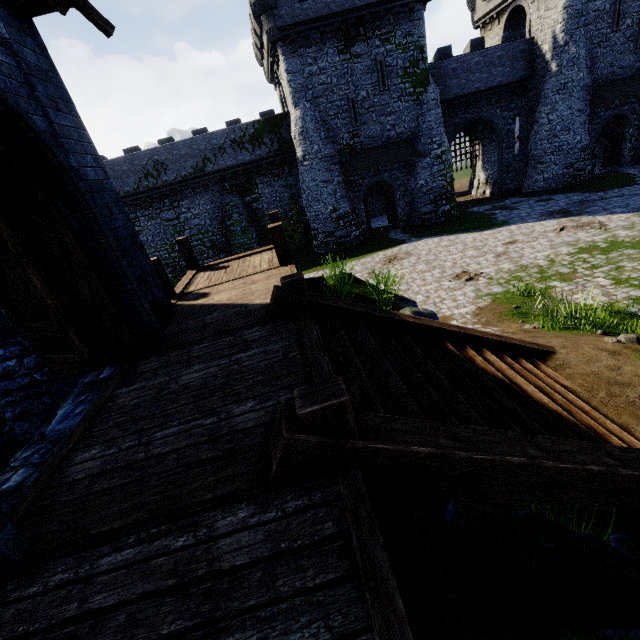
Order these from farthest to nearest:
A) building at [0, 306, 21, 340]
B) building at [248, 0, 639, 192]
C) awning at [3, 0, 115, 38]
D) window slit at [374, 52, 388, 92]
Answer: window slit at [374, 52, 388, 92] → building at [248, 0, 639, 192] → building at [0, 306, 21, 340] → awning at [3, 0, 115, 38]

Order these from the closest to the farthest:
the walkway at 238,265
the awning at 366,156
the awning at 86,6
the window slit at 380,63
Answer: the awning at 86,6
the walkway at 238,265
the window slit at 380,63
the awning at 366,156

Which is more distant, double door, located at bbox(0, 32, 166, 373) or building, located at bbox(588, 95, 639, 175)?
building, located at bbox(588, 95, 639, 175)

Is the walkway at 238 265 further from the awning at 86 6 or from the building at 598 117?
the building at 598 117

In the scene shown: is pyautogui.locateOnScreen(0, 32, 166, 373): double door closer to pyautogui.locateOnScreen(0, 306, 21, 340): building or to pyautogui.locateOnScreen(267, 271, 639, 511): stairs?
pyautogui.locateOnScreen(0, 306, 21, 340): building

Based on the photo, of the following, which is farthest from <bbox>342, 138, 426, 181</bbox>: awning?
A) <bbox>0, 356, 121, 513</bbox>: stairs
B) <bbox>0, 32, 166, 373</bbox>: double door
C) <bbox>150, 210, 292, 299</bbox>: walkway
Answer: <bbox>0, 356, 121, 513</bbox>: stairs

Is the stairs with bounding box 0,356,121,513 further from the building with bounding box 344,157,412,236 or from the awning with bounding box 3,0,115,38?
the building with bounding box 344,157,412,236

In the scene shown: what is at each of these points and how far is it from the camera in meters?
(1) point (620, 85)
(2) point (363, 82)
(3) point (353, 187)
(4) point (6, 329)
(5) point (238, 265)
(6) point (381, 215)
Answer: (1) awning, 24.2 m
(2) building, 22.0 m
(3) building, 24.7 m
(4) building, 5.7 m
(5) walkway, 9.8 m
(6) building, 33.8 m
